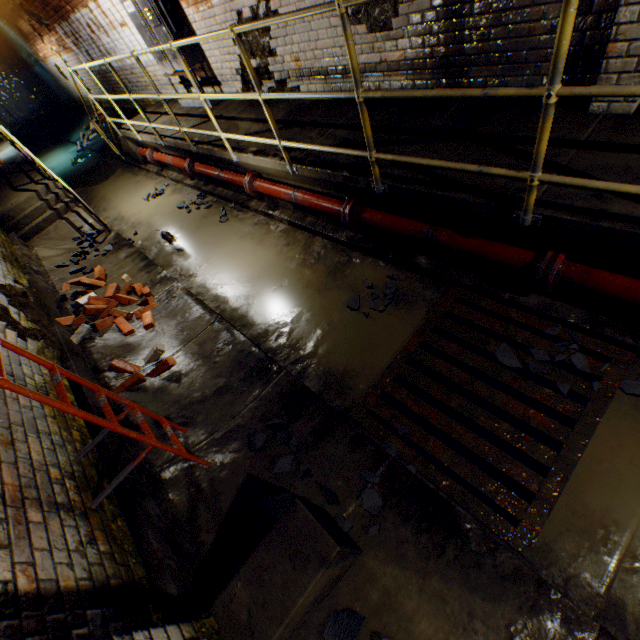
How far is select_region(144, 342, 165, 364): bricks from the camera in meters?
3.5

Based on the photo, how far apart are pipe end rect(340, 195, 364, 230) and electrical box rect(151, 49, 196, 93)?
4.28m

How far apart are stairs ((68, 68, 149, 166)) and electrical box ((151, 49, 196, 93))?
1.40m

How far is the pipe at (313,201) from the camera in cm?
375

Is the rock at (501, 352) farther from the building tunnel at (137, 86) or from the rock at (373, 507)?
the rock at (373, 507)

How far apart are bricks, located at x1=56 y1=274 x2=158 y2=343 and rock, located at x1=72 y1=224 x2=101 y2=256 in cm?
92

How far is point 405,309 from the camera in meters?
3.2 m

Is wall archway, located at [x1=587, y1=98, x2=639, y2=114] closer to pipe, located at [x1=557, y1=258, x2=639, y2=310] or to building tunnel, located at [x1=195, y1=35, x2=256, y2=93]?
building tunnel, located at [x1=195, y1=35, x2=256, y2=93]
